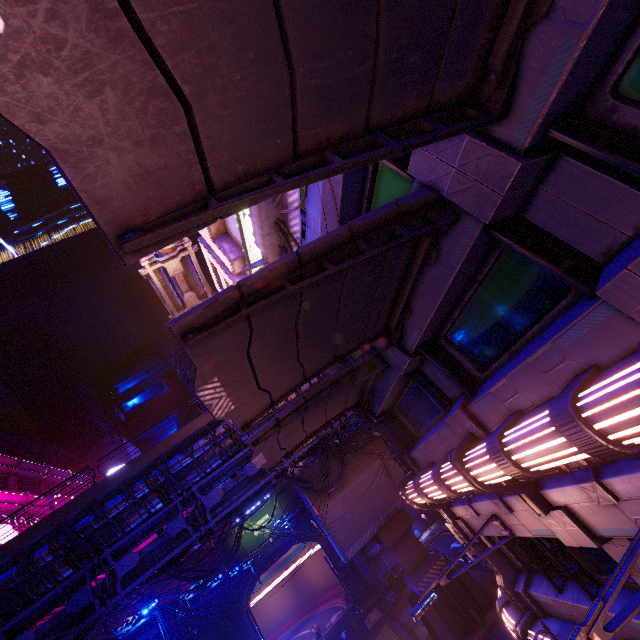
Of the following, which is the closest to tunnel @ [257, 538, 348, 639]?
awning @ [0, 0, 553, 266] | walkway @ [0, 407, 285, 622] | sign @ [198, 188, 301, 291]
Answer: walkway @ [0, 407, 285, 622]

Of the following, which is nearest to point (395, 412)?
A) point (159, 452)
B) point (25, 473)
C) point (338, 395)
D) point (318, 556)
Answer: point (338, 395)

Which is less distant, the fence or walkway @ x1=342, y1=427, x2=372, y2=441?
the fence

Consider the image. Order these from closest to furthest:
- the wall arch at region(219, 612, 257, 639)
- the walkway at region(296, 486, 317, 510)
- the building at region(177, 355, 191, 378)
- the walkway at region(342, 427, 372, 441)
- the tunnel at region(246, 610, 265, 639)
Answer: the walkway at region(296, 486, 317, 510), the walkway at region(342, 427, 372, 441), the wall arch at region(219, 612, 257, 639), the tunnel at region(246, 610, 265, 639), the building at region(177, 355, 191, 378)

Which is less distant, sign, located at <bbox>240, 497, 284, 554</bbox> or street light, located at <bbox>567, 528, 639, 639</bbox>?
street light, located at <bbox>567, 528, 639, 639</bbox>

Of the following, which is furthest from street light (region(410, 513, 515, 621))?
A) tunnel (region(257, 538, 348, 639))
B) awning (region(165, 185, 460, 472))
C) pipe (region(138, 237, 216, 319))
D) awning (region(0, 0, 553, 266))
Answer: tunnel (region(257, 538, 348, 639))

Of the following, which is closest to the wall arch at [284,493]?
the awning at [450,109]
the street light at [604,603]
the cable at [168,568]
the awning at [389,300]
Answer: the cable at [168,568]

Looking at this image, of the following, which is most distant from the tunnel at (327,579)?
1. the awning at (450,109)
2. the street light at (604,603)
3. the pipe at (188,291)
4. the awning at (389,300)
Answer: the awning at (450,109)
